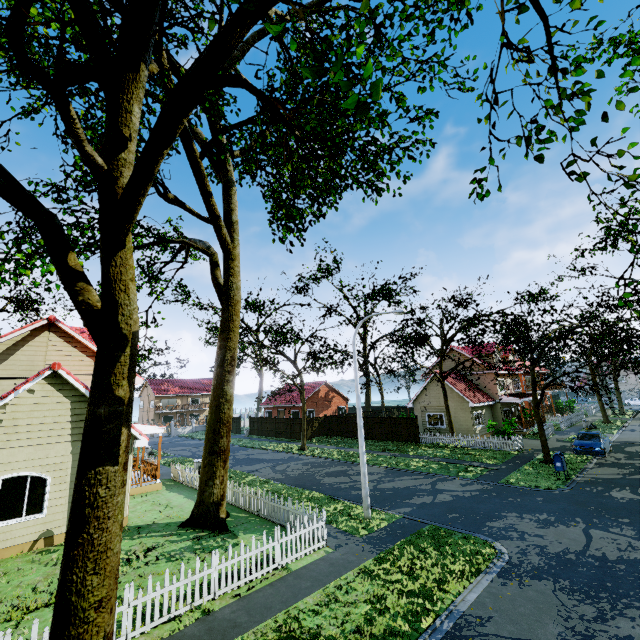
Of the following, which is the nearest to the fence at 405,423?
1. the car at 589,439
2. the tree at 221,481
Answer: the tree at 221,481

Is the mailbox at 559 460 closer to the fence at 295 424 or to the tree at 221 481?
the tree at 221 481

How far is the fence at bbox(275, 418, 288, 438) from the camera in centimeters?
3856cm

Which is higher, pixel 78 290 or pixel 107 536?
pixel 78 290

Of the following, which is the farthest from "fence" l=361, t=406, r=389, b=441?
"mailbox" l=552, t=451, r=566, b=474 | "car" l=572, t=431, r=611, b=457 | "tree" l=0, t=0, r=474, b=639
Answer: "mailbox" l=552, t=451, r=566, b=474

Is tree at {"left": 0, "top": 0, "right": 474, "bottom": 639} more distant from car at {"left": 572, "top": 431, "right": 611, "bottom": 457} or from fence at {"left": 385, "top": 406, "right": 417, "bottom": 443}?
car at {"left": 572, "top": 431, "right": 611, "bottom": 457}

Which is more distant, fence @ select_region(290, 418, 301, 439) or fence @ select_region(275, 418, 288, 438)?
fence @ select_region(275, 418, 288, 438)

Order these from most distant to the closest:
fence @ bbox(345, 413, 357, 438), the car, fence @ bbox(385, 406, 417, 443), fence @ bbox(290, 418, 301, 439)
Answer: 1. fence @ bbox(290, 418, 301, 439)
2. fence @ bbox(345, 413, 357, 438)
3. fence @ bbox(385, 406, 417, 443)
4. the car
